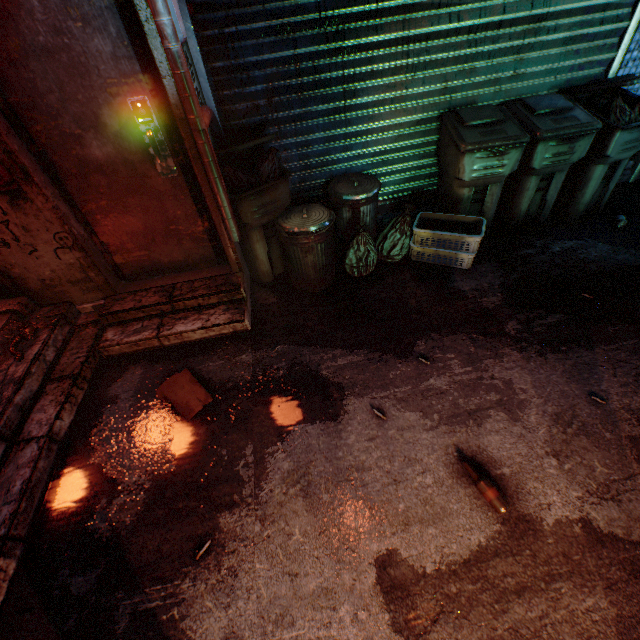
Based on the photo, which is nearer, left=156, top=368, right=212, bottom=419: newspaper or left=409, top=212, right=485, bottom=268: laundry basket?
left=156, top=368, right=212, bottom=419: newspaper

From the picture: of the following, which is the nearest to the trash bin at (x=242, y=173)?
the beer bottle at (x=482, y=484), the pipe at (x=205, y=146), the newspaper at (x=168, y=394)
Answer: the pipe at (x=205, y=146)

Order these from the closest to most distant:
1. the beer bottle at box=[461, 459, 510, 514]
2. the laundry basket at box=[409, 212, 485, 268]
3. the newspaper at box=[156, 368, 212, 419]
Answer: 1. the beer bottle at box=[461, 459, 510, 514]
2. the newspaper at box=[156, 368, 212, 419]
3. the laundry basket at box=[409, 212, 485, 268]

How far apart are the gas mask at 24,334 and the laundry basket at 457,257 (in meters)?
3.13

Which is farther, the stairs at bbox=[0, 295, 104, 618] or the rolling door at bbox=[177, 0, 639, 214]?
the rolling door at bbox=[177, 0, 639, 214]

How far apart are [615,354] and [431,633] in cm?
202

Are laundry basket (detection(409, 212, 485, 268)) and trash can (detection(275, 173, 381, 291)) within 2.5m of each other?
yes

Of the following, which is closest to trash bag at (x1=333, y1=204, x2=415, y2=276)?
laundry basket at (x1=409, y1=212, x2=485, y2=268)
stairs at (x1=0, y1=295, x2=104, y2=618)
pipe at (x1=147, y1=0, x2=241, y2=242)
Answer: laundry basket at (x1=409, y1=212, x2=485, y2=268)
